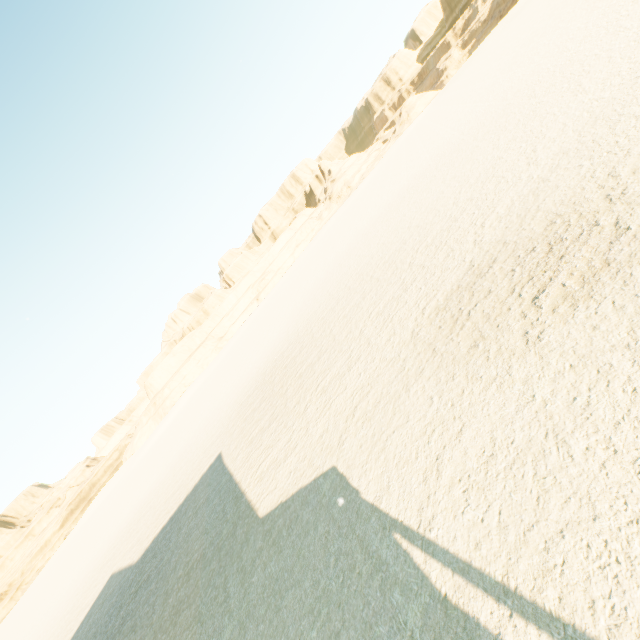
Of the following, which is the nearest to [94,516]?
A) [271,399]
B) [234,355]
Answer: [234,355]
